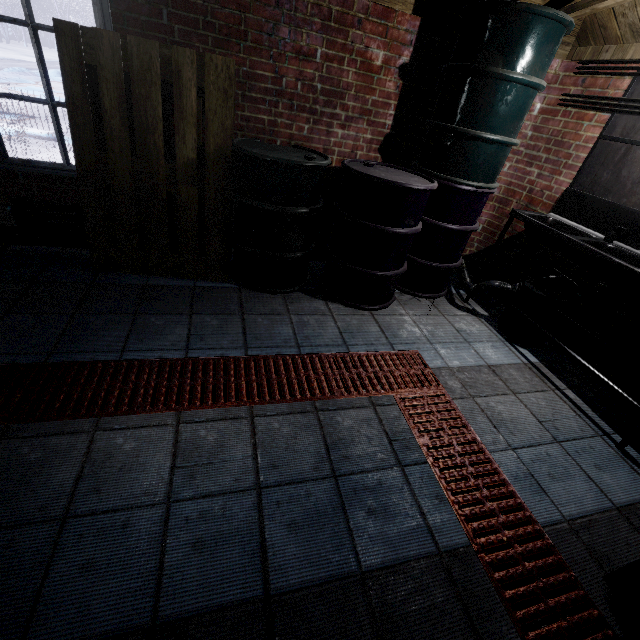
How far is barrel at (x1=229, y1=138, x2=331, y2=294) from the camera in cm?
217

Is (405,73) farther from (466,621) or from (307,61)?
(466,621)

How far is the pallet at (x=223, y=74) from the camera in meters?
1.9

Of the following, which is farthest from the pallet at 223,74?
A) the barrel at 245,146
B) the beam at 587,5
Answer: the beam at 587,5

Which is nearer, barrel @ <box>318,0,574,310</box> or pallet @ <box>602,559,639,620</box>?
pallet @ <box>602,559,639,620</box>

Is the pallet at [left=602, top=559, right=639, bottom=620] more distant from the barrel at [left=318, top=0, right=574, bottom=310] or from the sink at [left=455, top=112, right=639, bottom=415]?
the barrel at [left=318, top=0, right=574, bottom=310]

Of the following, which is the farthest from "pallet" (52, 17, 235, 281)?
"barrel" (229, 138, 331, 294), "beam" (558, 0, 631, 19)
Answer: "beam" (558, 0, 631, 19)

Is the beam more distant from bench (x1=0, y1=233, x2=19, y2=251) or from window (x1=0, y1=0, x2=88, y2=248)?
bench (x1=0, y1=233, x2=19, y2=251)
